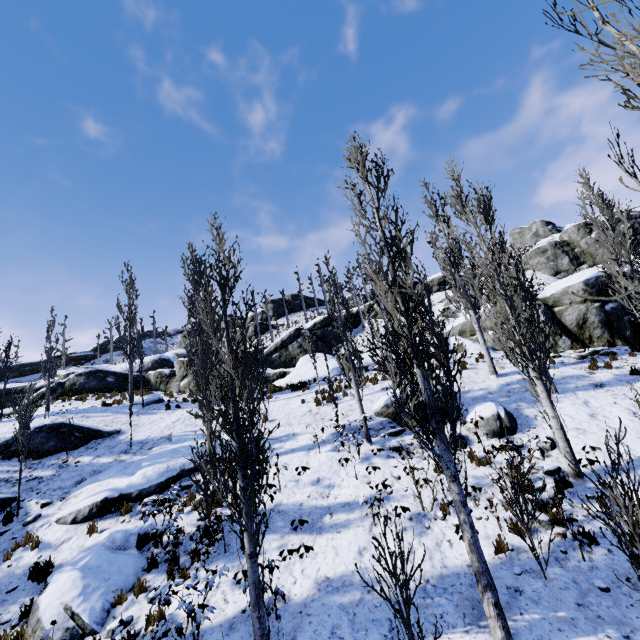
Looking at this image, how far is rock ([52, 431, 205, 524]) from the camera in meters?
10.7 m

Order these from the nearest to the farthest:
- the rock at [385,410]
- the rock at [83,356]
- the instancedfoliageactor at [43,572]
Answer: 1. the instancedfoliageactor at [43,572]
2. the rock at [385,410]
3. the rock at [83,356]

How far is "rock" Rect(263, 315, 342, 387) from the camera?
21.5 meters

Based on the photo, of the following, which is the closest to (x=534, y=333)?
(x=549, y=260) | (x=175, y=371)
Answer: (x=175, y=371)

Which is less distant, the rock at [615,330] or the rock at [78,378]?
the rock at [615,330]

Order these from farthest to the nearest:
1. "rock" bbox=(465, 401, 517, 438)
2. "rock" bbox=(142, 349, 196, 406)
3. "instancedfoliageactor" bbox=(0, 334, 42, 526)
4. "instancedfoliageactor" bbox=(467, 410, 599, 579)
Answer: "rock" bbox=(142, 349, 196, 406), "instancedfoliageactor" bbox=(0, 334, 42, 526), "rock" bbox=(465, 401, 517, 438), "instancedfoliageactor" bbox=(467, 410, 599, 579)

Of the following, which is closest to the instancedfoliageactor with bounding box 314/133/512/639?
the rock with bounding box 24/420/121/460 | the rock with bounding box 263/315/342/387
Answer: the rock with bounding box 24/420/121/460

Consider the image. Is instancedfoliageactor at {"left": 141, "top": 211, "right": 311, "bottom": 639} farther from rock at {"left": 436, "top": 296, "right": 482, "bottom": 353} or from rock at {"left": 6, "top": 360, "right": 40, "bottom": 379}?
rock at {"left": 6, "top": 360, "right": 40, "bottom": 379}
